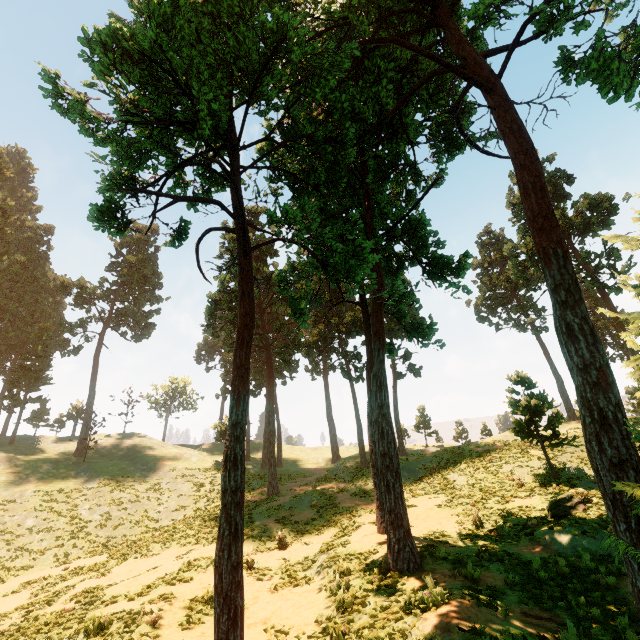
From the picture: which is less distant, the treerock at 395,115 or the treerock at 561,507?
the treerock at 395,115

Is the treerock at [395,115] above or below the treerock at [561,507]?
above

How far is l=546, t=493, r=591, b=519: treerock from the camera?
12.8m

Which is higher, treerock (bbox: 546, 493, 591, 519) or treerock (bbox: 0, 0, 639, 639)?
treerock (bbox: 0, 0, 639, 639)

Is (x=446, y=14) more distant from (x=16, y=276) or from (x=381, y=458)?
(x=16, y=276)

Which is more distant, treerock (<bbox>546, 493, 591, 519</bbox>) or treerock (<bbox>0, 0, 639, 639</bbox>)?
treerock (<bbox>546, 493, 591, 519</bbox>)
